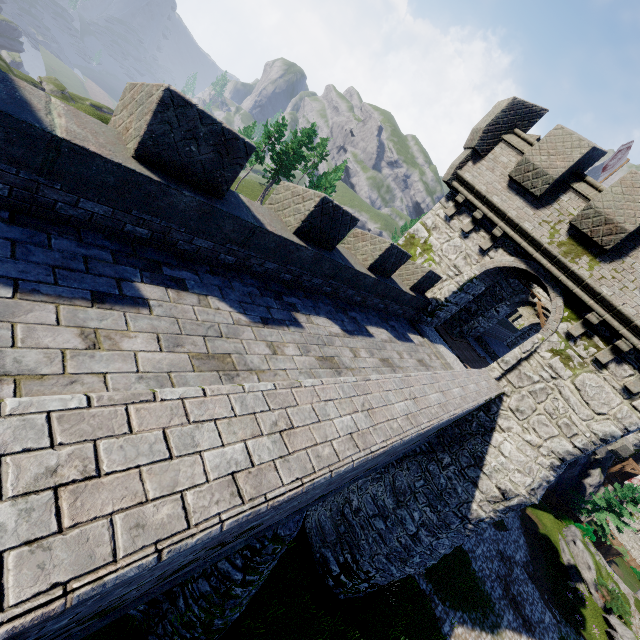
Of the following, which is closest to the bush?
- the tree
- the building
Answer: the tree

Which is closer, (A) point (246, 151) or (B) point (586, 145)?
(A) point (246, 151)

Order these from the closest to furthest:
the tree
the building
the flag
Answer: the building, the flag, the tree

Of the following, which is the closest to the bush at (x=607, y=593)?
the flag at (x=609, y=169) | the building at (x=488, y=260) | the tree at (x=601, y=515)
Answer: the tree at (x=601, y=515)

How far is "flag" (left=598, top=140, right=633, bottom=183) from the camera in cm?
1504

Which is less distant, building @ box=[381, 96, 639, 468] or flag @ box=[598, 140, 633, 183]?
building @ box=[381, 96, 639, 468]

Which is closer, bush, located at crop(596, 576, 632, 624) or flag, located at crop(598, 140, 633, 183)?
flag, located at crop(598, 140, 633, 183)

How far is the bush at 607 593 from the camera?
25.6m
